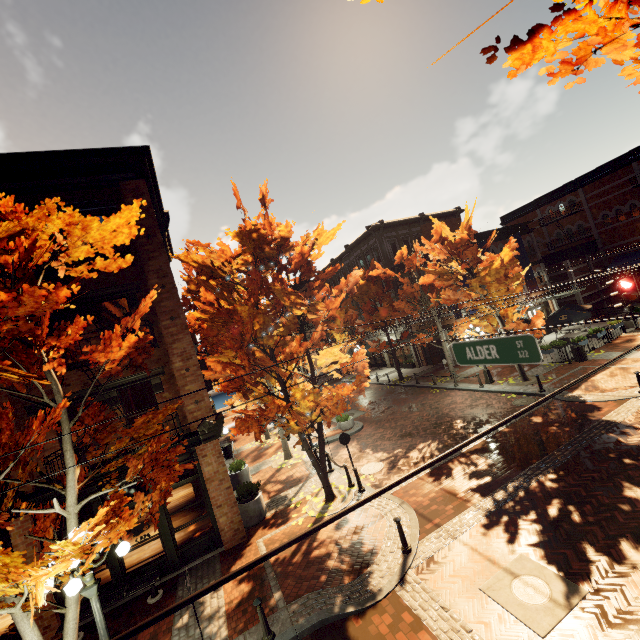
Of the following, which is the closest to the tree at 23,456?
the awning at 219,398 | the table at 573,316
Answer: the awning at 219,398

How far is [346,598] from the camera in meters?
7.3

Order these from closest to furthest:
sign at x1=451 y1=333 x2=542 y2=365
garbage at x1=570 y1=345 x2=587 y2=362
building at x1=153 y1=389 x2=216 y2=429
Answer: sign at x1=451 y1=333 x2=542 y2=365
building at x1=153 y1=389 x2=216 y2=429
garbage at x1=570 y1=345 x2=587 y2=362

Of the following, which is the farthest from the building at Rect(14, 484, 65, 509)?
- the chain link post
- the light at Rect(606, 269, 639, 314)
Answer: the light at Rect(606, 269, 639, 314)

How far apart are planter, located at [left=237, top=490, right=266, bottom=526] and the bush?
0.2 meters

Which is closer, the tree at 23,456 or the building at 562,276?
the tree at 23,456

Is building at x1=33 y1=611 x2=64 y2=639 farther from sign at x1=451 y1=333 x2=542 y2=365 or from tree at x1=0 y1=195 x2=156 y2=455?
sign at x1=451 y1=333 x2=542 y2=365

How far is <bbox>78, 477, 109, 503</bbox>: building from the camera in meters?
9.5
